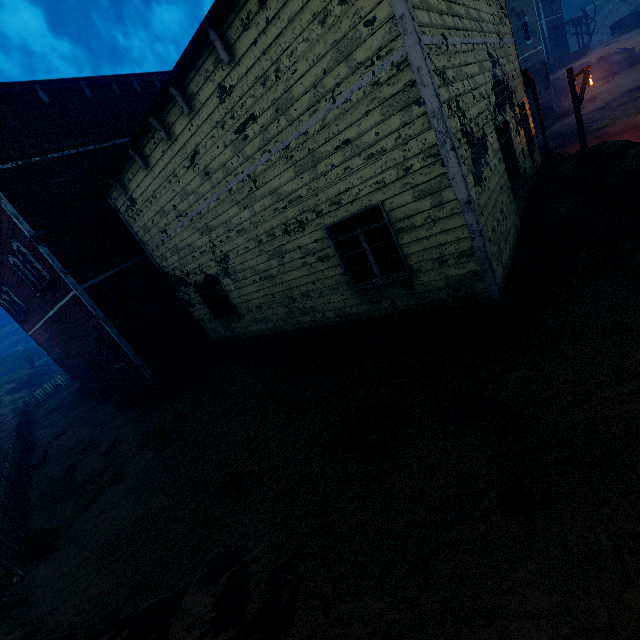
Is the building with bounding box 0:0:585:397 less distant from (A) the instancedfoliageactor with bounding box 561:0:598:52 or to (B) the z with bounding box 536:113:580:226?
(B) the z with bounding box 536:113:580:226

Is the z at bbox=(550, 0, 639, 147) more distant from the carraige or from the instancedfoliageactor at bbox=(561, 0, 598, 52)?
the carraige

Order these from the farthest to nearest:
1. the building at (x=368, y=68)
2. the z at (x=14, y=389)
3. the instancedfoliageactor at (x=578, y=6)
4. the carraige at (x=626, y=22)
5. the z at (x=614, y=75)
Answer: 1. the instancedfoliageactor at (x=578, y=6)
2. the carraige at (x=626, y=22)
3. the z at (x=14, y=389)
4. the z at (x=614, y=75)
5. the building at (x=368, y=68)

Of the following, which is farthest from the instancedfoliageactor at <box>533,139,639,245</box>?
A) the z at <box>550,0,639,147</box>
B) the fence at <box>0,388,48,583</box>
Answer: the fence at <box>0,388,48,583</box>

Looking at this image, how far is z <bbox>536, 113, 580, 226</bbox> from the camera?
11.22m

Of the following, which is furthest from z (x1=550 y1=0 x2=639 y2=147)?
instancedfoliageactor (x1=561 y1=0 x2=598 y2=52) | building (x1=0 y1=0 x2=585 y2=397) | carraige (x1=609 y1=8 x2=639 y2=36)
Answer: carraige (x1=609 y1=8 x2=639 y2=36)

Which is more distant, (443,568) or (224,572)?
(224,572)

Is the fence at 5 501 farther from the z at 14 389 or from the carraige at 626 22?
the carraige at 626 22
